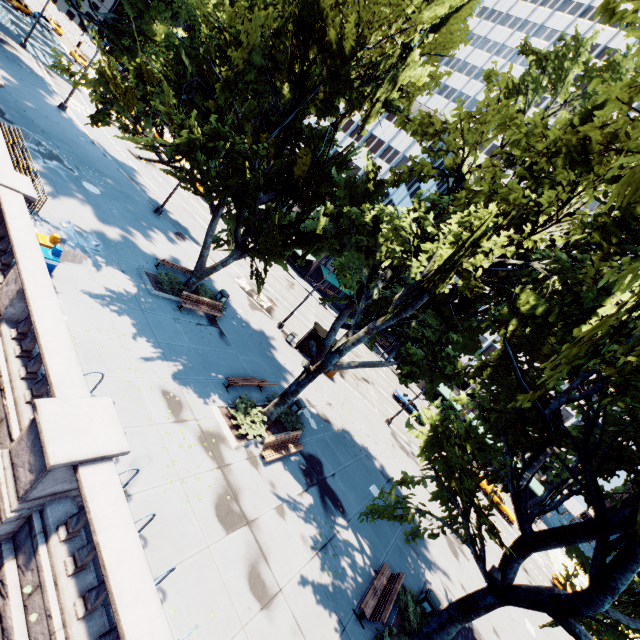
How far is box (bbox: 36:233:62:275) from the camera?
11.10m

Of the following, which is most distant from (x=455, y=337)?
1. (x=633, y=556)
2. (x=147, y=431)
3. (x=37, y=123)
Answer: (x=37, y=123)

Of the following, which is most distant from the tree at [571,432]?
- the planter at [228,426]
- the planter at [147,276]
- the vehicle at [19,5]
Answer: the vehicle at [19,5]

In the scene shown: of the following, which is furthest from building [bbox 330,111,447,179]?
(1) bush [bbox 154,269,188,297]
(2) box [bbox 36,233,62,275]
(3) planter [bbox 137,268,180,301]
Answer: (2) box [bbox 36,233,62,275]

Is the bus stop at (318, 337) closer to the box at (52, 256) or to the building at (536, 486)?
the building at (536, 486)

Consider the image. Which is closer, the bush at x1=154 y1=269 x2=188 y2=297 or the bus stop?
the bush at x1=154 y1=269 x2=188 y2=297

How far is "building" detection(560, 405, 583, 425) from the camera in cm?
4781

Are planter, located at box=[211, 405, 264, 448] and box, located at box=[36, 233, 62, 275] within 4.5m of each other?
no
